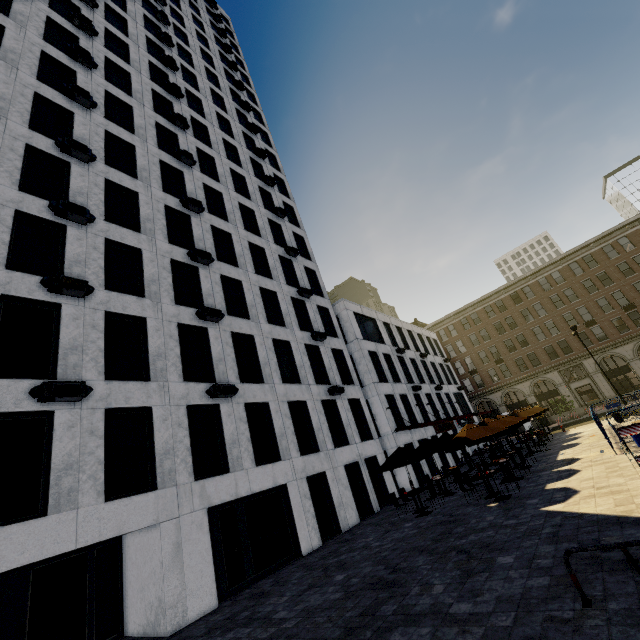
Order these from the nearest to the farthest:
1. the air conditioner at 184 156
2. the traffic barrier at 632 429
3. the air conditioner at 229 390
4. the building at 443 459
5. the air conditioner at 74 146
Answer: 1. the traffic barrier at 632 429
2. the air conditioner at 229 390
3. the air conditioner at 74 146
4. the air conditioner at 184 156
5. the building at 443 459

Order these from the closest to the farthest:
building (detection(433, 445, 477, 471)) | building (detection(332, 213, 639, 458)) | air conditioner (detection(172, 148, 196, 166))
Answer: air conditioner (detection(172, 148, 196, 166)) → building (detection(433, 445, 477, 471)) → building (detection(332, 213, 639, 458))

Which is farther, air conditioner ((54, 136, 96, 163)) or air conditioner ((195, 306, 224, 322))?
air conditioner ((195, 306, 224, 322))

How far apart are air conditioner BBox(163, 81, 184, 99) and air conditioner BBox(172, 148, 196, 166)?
7.34m

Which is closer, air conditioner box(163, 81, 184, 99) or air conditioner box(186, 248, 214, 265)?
air conditioner box(186, 248, 214, 265)

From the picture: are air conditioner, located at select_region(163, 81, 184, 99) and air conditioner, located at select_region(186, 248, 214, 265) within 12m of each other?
no

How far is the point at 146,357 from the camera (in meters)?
13.42

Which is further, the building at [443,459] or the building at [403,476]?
the building at [443,459]
